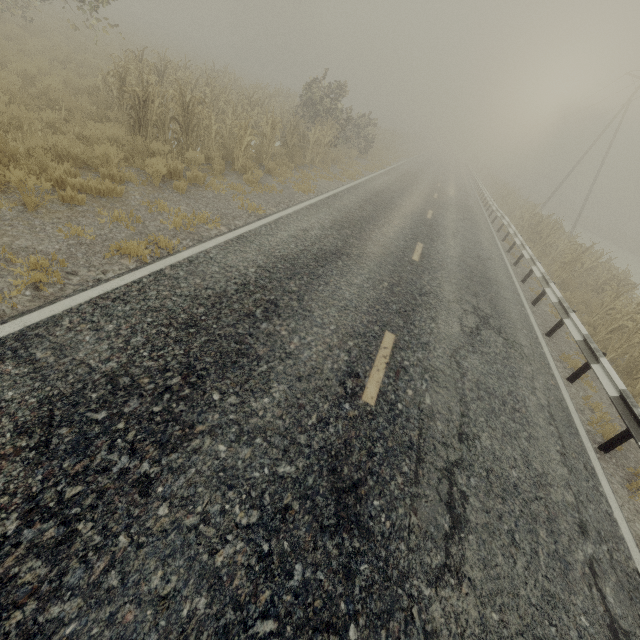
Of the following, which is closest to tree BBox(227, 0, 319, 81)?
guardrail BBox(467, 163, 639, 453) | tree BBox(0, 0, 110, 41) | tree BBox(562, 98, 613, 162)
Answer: tree BBox(562, 98, 613, 162)

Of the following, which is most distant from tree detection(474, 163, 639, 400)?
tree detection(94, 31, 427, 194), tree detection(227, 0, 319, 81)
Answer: tree detection(227, 0, 319, 81)

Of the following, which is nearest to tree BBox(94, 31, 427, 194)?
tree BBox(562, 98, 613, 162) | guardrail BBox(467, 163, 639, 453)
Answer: tree BBox(562, 98, 613, 162)

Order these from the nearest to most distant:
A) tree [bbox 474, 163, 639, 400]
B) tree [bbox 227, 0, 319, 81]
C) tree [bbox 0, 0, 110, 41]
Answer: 1. tree [bbox 474, 163, 639, 400]
2. tree [bbox 0, 0, 110, 41]
3. tree [bbox 227, 0, 319, 81]

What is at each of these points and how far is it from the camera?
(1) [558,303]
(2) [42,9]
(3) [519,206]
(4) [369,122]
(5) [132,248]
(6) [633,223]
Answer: (1) guardrail, 8.53m
(2) tree, 18.94m
(3) tree, 24.56m
(4) tree, 21.44m
(5) tree, 4.91m
(6) tree, 55.25m

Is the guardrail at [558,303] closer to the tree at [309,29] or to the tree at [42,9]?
the tree at [42,9]

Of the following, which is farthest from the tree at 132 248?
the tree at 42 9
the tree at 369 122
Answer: the tree at 42 9

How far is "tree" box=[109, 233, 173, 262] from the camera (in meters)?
4.88
